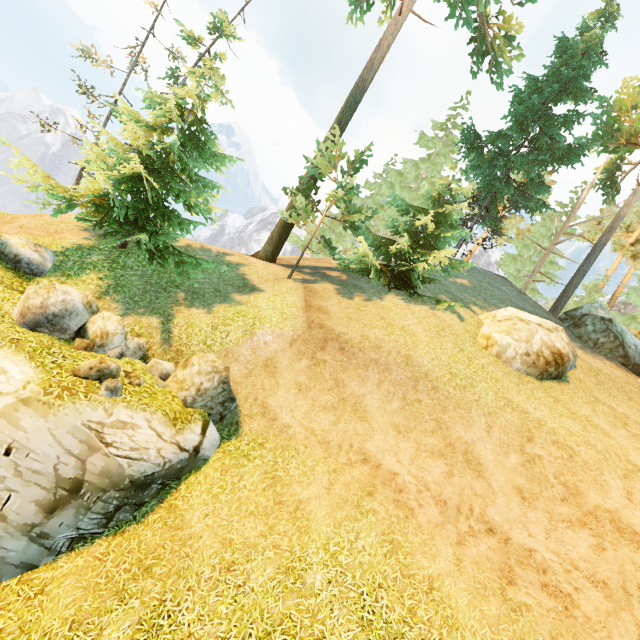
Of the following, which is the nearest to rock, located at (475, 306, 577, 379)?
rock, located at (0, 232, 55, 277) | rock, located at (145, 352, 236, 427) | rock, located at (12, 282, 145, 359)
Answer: rock, located at (145, 352, 236, 427)

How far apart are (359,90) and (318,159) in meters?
6.0

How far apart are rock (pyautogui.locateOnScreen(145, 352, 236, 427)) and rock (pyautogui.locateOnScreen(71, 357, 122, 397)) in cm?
152

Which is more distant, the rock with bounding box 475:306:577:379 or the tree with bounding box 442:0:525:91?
the tree with bounding box 442:0:525:91

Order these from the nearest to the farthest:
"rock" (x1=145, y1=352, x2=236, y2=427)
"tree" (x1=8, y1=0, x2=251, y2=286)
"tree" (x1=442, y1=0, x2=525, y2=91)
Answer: "rock" (x1=145, y1=352, x2=236, y2=427), "tree" (x1=8, y1=0, x2=251, y2=286), "tree" (x1=442, y1=0, x2=525, y2=91)

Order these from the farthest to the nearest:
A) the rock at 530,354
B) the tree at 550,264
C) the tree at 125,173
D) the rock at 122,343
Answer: the tree at 550,264, the rock at 530,354, the tree at 125,173, the rock at 122,343

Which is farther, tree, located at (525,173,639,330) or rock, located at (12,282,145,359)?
tree, located at (525,173,639,330)

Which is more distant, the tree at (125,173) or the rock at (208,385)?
the tree at (125,173)
